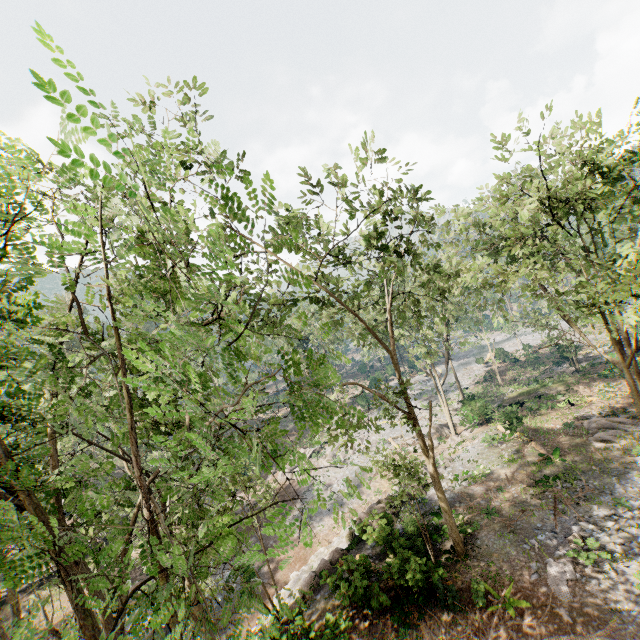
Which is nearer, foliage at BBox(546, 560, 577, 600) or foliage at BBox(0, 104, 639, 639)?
foliage at BBox(0, 104, 639, 639)

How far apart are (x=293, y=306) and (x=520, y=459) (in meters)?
19.02

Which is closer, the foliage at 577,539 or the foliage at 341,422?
the foliage at 341,422

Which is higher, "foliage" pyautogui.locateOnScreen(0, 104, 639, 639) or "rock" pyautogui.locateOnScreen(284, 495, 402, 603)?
"foliage" pyautogui.locateOnScreen(0, 104, 639, 639)

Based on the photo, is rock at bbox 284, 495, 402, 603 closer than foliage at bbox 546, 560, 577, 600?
No

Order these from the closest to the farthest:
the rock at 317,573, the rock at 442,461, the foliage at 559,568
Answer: the foliage at 559,568, the rock at 317,573, the rock at 442,461

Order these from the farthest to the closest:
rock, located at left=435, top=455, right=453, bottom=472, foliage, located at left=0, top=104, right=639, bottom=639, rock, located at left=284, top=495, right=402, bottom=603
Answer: rock, located at left=435, top=455, right=453, bottom=472 < rock, located at left=284, top=495, right=402, bottom=603 < foliage, located at left=0, top=104, right=639, bottom=639
